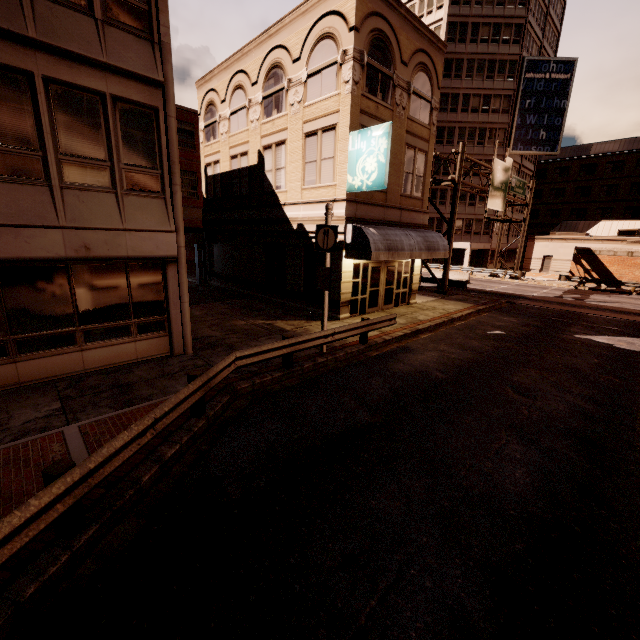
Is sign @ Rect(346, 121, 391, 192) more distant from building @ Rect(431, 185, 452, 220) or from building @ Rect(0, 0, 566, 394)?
building @ Rect(431, 185, 452, 220)

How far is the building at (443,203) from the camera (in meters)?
43.34

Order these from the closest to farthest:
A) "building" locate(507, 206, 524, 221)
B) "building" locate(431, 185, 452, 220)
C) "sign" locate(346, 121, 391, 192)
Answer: "sign" locate(346, 121, 391, 192), "building" locate(431, 185, 452, 220), "building" locate(507, 206, 524, 221)

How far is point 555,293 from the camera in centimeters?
2709cm

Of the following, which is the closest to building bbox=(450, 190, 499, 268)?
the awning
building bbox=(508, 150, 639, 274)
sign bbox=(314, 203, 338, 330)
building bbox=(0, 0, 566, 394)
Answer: building bbox=(508, 150, 639, 274)

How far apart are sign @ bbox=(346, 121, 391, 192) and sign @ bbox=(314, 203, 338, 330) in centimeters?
354cm

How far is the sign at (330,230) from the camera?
9.84m
